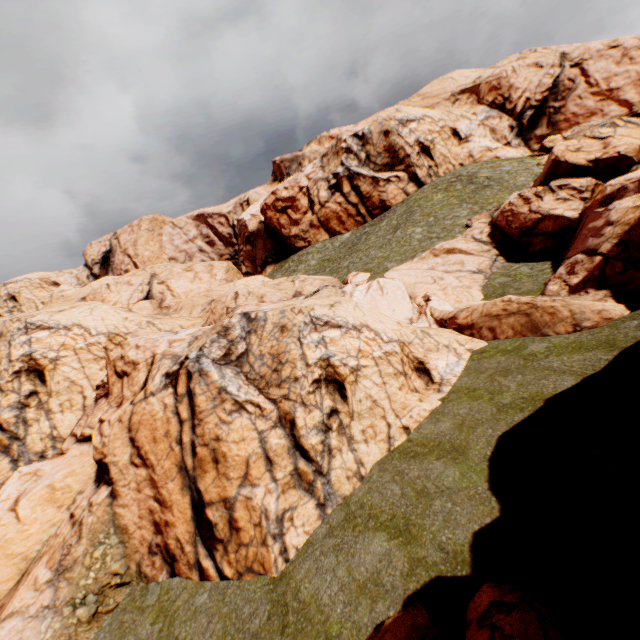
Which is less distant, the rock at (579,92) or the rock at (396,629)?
the rock at (396,629)

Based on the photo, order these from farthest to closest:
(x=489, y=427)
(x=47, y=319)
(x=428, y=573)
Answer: (x=47, y=319) → (x=489, y=427) → (x=428, y=573)

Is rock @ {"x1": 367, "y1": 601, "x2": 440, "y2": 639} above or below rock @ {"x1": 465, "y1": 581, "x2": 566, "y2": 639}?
below

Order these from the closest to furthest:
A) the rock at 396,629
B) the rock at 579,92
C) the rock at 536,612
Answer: the rock at 536,612
the rock at 396,629
the rock at 579,92

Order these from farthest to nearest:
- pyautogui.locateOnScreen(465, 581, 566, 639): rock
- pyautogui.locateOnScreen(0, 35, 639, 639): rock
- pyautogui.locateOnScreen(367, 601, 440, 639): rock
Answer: pyautogui.locateOnScreen(0, 35, 639, 639): rock
pyautogui.locateOnScreen(367, 601, 440, 639): rock
pyautogui.locateOnScreen(465, 581, 566, 639): rock

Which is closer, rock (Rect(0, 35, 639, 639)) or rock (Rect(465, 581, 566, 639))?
rock (Rect(465, 581, 566, 639))
